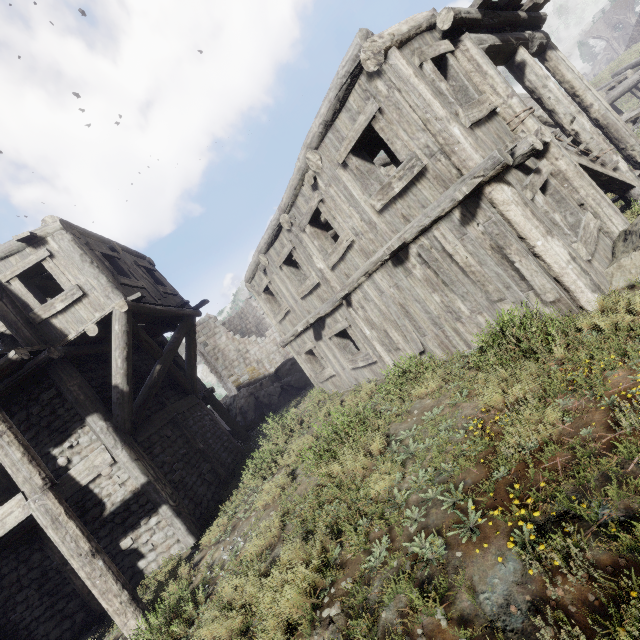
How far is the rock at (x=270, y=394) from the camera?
17.5 meters

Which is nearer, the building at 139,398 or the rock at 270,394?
the building at 139,398

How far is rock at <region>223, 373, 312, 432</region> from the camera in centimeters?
1755cm

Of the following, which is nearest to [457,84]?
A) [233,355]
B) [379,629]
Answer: [379,629]

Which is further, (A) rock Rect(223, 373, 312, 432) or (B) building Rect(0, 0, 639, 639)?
(A) rock Rect(223, 373, 312, 432)
